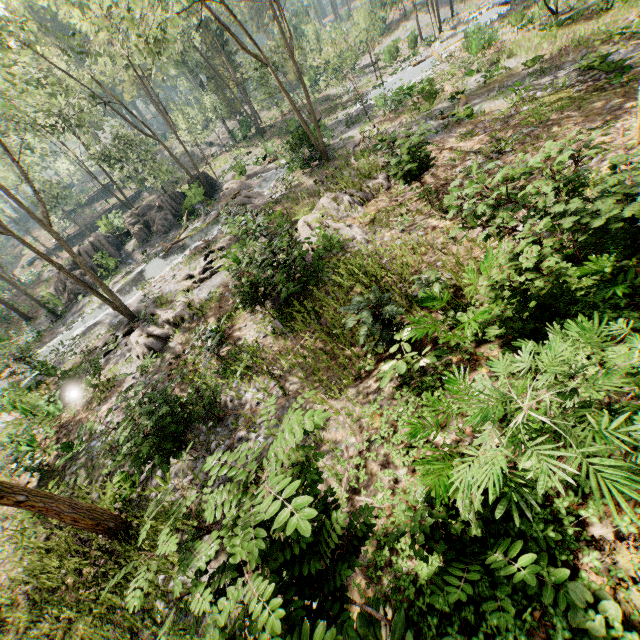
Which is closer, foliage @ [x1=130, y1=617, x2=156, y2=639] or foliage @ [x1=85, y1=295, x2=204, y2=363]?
foliage @ [x1=130, y1=617, x2=156, y2=639]

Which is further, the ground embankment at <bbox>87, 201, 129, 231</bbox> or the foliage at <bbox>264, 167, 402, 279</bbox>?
the ground embankment at <bbox>87, 201, 129, 231</bbox>

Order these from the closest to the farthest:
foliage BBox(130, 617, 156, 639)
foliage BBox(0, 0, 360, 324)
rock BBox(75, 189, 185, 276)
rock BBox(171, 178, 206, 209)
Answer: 1. foliage BBox(130, 617, 156, 639)
2. foliage BBox(0, 0, 360, 324)
3. rock BBox(171, 178, 206, 209)
4. rock BBox(75, 189, 185, 276)

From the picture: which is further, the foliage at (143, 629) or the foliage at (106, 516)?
the foliage at (106, 516)

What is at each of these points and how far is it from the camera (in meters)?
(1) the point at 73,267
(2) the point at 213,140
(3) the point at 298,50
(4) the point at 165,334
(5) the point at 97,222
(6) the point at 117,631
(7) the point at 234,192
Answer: (1) rock, 30.52
(2) rock, 52.03
(3) foliage, 26.91
(4) foliage, 14.88
(5) ground embankment, 37.19
(6) foliage, 5.81
(7) foliage, 28.89

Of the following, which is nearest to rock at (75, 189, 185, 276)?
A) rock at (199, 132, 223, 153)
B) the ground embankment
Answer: rock at (199, 132, 223, 153)
